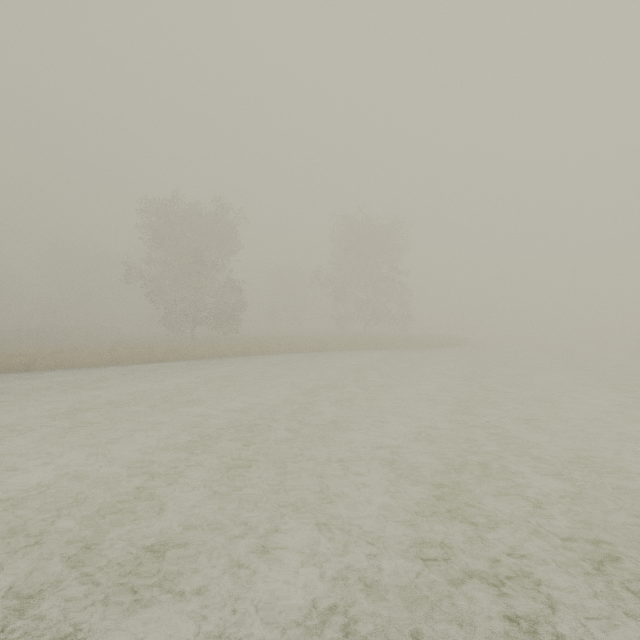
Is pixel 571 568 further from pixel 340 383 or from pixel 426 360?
pixel 426 360
